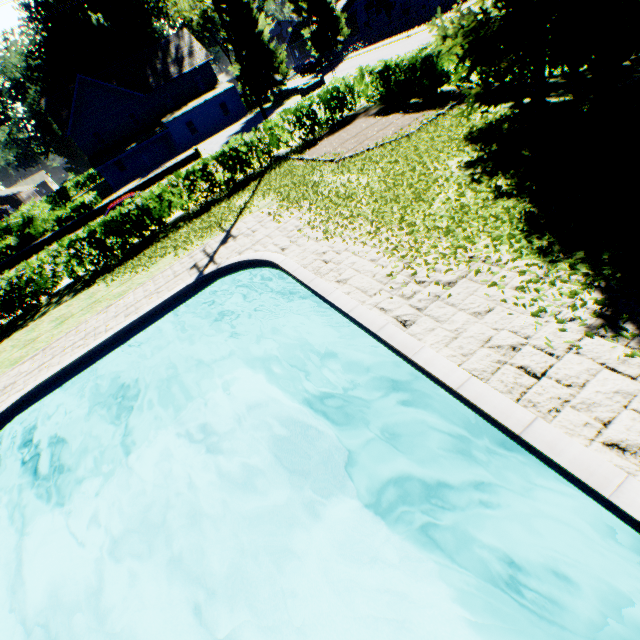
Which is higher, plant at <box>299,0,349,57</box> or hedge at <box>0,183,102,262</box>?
plant at <box>299,0,349,57</box>

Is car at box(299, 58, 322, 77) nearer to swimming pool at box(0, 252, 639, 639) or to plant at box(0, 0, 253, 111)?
plant at box(0, 0, 253, 111)

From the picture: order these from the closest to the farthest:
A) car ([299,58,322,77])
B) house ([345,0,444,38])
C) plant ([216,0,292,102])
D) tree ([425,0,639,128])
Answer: tree ([425,0,639,128]) → plant ([216,0,292,102]) → house ([345,0,444,38]) → car ([299,58,322,77])

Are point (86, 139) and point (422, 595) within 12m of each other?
no

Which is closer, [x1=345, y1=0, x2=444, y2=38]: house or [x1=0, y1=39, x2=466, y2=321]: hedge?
[x1=0, y1=39, x2=466, y2=321]: hedge

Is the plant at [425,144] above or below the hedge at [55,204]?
below

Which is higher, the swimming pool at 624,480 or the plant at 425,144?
the plant at 425,144

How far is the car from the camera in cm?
4828
